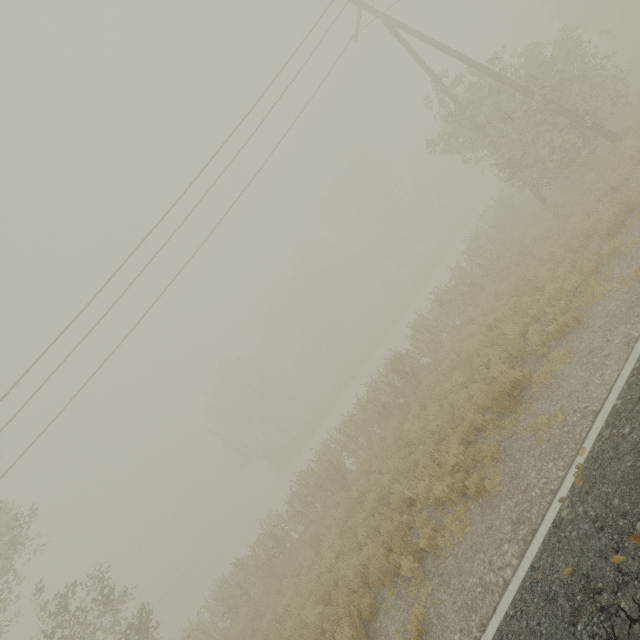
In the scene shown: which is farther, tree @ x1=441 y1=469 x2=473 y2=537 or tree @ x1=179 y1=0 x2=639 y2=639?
tree @ x1=179 y1=0 x2=639 y2=639

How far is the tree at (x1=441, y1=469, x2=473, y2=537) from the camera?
6.2m

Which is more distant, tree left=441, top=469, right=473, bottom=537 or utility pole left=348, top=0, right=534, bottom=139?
utility pole left=348, top=0, right=534, bottom=139

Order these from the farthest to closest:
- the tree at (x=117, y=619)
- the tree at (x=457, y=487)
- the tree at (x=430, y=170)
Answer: the tree at (x=430, y=170) → the tree at (x=117, y=619) → the tree at (x=457, y=487)

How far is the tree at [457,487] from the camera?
6.2 meters

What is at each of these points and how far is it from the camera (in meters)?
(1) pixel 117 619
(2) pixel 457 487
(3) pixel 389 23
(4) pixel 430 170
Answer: (1) tree, 11.74
(2) tree, 6.80
(3) utility pole, 13.22
(4) tree, 46.50
